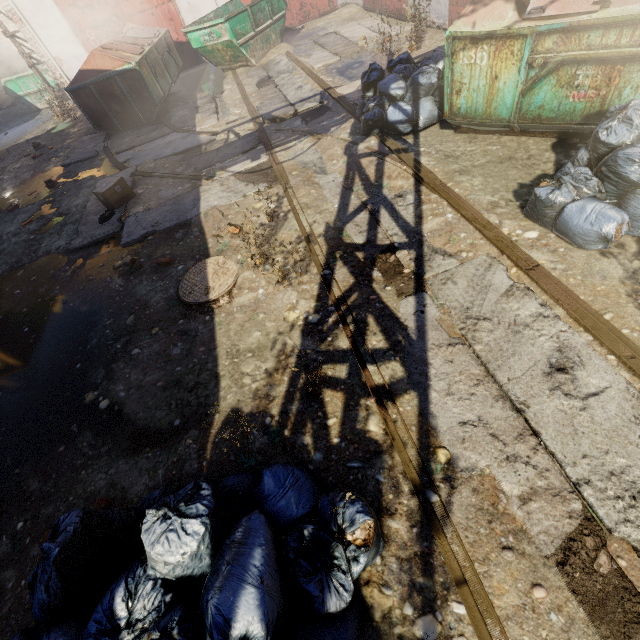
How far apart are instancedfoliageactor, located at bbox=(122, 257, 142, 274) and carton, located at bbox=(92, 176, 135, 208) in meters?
2.0

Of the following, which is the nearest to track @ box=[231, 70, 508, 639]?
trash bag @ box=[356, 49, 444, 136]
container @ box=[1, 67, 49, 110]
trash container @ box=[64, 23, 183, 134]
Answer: trash bag @ box=[356, 49, 444, 136]

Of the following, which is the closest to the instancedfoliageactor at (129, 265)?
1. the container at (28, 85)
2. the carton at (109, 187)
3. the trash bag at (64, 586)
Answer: the carton at (109, 187)

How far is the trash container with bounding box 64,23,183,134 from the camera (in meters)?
8.79

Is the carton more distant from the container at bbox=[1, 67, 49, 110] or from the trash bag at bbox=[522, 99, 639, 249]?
the container at bbox=[1, 67, 49, 110]

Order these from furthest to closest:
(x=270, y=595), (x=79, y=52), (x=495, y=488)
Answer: (x=79, y=52) < (x=495, y=488) < (x=270, y=595)

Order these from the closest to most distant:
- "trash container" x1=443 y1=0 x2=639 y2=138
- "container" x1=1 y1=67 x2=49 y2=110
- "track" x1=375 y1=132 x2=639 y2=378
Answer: "track" x1=375 y1=132 x2=639 y2=378, "trash container" x1=443 y1=0 x2=639 y2=138, "container" x1=1 y1=67 x2=49 y2=110

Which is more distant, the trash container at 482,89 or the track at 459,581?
the trash container at 482,89
